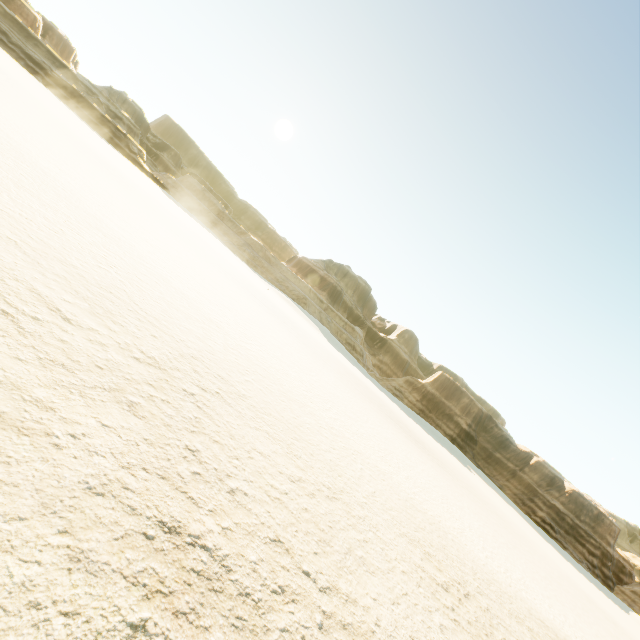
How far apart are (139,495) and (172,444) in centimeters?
86cm
